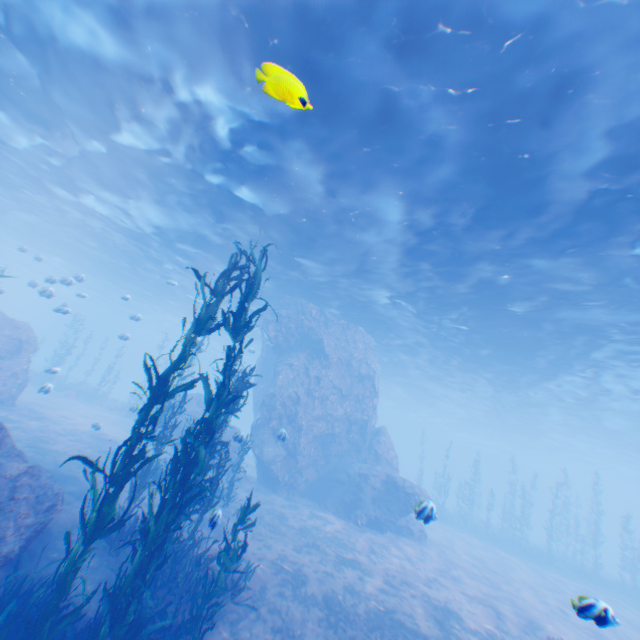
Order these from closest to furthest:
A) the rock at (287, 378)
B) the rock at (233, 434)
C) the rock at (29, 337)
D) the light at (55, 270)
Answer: the light at (55, 270) < the rock at (233, 434) < the rock at (29, 337) < the rock at (287, 378)

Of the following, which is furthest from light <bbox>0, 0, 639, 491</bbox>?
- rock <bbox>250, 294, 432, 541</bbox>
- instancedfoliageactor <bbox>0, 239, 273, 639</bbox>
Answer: instancedfoliageactor <bbox>0, 239, 273, 639</bbox>

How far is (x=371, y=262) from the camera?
16.7 meters

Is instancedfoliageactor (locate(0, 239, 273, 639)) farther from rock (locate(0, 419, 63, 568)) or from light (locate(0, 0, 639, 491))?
light (locate(0, 0, 639, 491))

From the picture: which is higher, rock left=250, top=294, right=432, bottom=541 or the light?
the light

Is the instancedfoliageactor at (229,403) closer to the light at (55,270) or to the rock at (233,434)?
the rock at (233,434)

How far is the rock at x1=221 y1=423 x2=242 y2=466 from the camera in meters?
11.3 m
